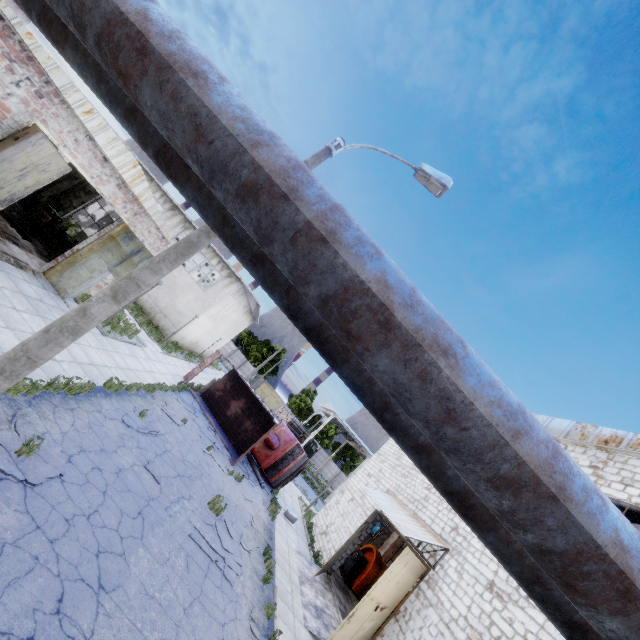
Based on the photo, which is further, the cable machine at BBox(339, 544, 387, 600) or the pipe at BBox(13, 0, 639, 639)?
the cable machine at BBox(339, 544, 387, 600)

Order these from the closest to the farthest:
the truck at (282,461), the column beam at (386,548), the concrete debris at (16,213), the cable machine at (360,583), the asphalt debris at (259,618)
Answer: the asphalt debris at (259,618) → the concrete debris at (16,213) → the cable machine at (360,583) → the truck at (282,461) → the column beam at (386,548)

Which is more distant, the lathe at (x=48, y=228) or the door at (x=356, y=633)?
the lathe at (x=48, y=228)

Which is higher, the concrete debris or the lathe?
the lathe

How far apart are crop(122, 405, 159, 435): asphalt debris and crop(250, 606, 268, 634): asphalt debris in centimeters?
619cm

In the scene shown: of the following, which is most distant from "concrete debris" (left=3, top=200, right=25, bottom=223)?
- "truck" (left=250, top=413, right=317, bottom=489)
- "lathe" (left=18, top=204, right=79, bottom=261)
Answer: "truck" (left=250, top=413, right=317, bottom=489)

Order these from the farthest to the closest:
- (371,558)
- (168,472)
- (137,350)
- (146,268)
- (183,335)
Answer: (183,335), (371,558), (137,350), (168,472), (146,268)

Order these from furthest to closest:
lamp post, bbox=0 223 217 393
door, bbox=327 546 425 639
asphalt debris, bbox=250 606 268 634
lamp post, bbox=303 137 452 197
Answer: door, bbox=327 546 425 639 < asphalt debris, bbox=250 606 268 634 < lamp post, bbox=303 137 452 197 < lamp post, bbox=0 223 217 393
